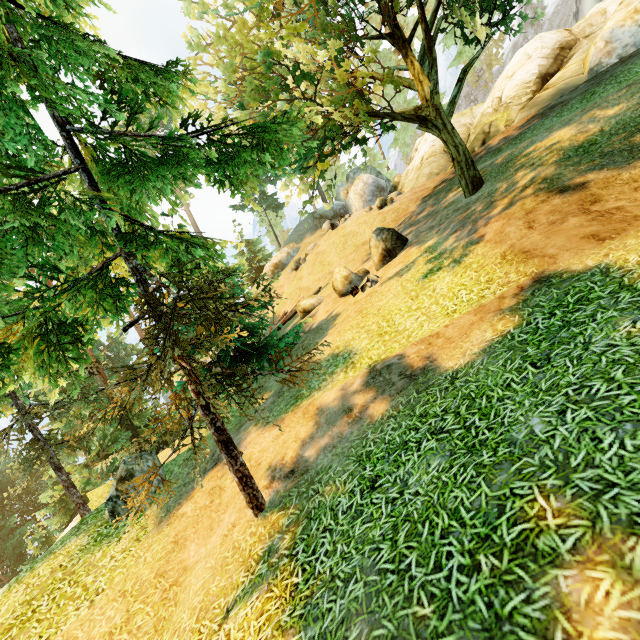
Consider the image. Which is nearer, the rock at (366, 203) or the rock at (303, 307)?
the rock at (303, 307)

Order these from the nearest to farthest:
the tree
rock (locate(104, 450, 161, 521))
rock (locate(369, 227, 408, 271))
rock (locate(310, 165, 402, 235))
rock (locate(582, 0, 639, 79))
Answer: the tree < rock (locate(104, 450, 161, 521)) < rock (locate(369, 227, 408, 271)) < rock (locate(582, 0, 639, 79)) < rock (locate(310, 165, 402, 235))

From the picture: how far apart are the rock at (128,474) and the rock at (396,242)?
11.31m

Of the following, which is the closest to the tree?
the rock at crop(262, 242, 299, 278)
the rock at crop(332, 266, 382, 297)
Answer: the rock at crop(332, 266, 382, 297)

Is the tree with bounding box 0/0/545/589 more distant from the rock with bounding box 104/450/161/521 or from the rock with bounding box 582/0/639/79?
the rock with bounding box 582/0/639/79

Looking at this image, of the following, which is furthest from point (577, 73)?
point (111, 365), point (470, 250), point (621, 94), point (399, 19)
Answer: point (399, 19)

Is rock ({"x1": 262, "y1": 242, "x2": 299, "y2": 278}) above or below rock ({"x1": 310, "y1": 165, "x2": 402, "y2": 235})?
below

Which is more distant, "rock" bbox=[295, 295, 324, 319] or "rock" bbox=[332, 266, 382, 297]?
"rock" bbox=[295, 295, 324, 319]
